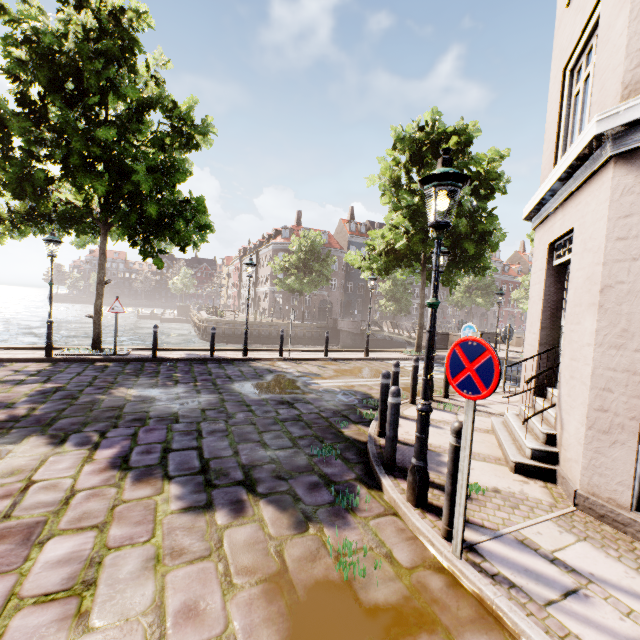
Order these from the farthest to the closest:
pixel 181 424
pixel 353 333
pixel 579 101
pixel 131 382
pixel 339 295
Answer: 1. pixel 339 295
2. pixel 353 333
3. pixel 131 382
4. pixel 181 424
5. pixel 579 101

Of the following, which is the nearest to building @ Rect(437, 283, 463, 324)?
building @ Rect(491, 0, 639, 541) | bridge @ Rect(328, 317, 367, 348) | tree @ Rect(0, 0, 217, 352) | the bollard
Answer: tree @ Rect(0, 0, 217, 352)

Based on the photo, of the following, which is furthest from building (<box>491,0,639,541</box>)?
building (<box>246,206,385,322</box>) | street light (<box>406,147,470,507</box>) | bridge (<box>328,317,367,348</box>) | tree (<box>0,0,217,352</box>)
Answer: building (<box>246,206,385,322</box>)

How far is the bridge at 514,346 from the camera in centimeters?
2208cm

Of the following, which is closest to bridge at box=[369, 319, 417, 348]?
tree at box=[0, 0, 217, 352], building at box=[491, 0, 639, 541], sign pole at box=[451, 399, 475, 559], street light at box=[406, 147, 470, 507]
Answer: tree at box=[0, 0, 217, 352]

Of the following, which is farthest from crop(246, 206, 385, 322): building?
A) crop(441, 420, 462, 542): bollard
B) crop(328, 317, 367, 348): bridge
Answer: crop(441, 420, 462, 542): bollard

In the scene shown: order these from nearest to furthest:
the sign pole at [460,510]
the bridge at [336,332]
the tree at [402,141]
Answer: the sign pole at [460,510], the tree at [402,141], the bridge at [336,332]

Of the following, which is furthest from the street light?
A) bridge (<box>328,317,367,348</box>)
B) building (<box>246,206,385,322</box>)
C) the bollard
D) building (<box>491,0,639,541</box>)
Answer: building (<box>246,206,385,322</box>)
